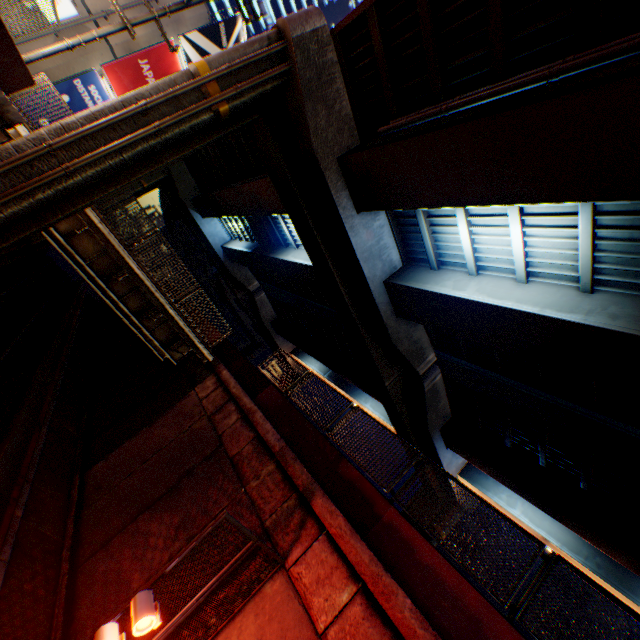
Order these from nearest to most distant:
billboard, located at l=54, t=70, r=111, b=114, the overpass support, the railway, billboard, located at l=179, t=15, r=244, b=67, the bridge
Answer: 1. the overpass support
2. the railway
3. the bridge
4. billboard, located at l=54, t=70, r=111, b=114
5. billboard, located at l=179, t=15, r=244, b=67

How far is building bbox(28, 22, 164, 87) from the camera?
15.66m

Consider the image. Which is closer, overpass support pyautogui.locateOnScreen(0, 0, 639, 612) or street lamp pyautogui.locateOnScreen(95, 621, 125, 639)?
street lamp pyautogui.locateOnScreen(95, 621, 125, 639)

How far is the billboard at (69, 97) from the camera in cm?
1652

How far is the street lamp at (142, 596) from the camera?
4.50m

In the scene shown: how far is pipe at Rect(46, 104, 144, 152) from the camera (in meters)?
7.87

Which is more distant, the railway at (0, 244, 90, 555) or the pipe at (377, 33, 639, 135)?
the railway at (0, 244, 90, 555)

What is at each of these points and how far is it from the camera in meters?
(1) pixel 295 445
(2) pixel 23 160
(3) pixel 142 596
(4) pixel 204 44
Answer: (1) concrete block, 8.8 m
(2) pipe, 7.6 m
(3) street lamp, 4.7 m
(4) billboard, 19.4 m
